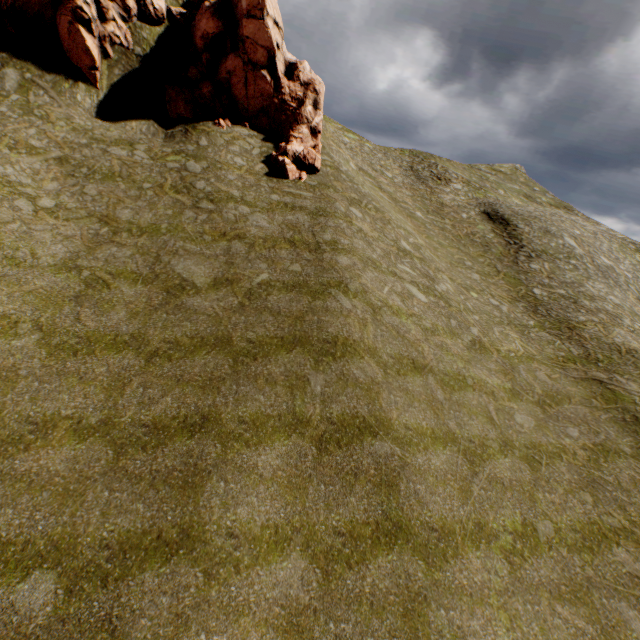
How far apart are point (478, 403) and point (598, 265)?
26.9m
